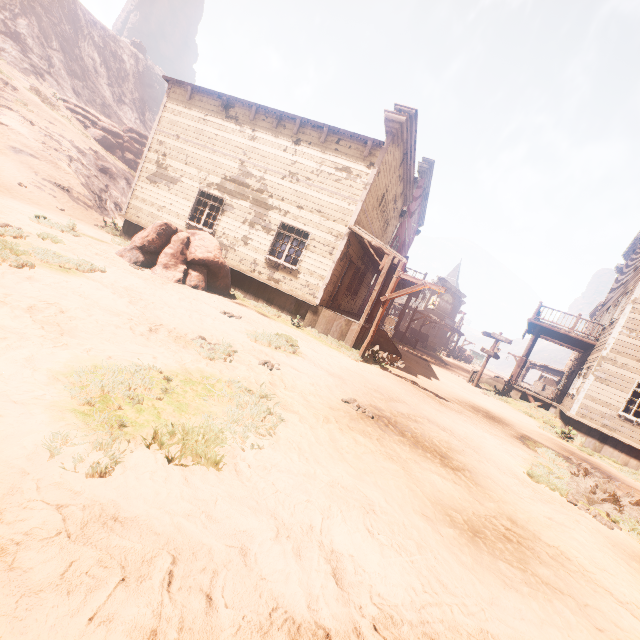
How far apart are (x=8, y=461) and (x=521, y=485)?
6.4m

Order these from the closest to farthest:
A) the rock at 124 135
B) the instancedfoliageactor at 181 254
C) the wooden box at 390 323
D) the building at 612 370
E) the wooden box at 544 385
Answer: the instancedfoliageactor at 181 254
the building at 612 370
the wooden box at 390 323
the rock at 124 135
the wooden box at 544 385

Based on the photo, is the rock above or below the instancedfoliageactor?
above

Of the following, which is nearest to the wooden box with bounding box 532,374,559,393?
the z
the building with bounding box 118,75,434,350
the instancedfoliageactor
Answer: the building with bounding box 118,75,434,350

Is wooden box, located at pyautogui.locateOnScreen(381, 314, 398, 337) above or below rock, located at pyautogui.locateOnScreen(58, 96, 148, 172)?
below

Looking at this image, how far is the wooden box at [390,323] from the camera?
23.4 meters

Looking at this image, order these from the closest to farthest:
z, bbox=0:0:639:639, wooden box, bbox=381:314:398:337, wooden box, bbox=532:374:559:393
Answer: z, bbox=0:0:639:639 → wooden box, bbox=381:314:398:337 → wooden box, bbox=532:374:559:393

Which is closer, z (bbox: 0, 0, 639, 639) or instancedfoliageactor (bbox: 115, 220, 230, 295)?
Result: z (bbox: 0, 0, 639, 639)
